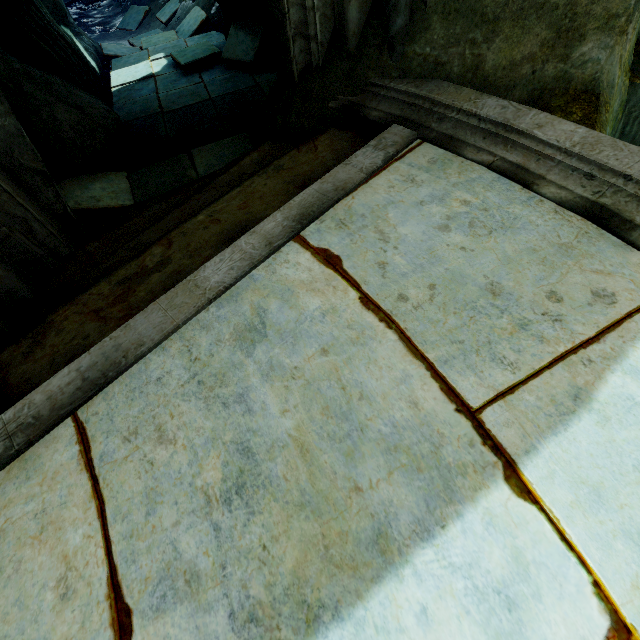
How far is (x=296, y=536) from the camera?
1.1m

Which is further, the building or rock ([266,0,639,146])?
rock ([266,0,639,146])

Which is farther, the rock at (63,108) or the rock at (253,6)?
the rock at (253,6)

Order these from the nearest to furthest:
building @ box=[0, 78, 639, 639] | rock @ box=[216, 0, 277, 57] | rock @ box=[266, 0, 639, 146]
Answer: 1. building @ box=[0, 78, 639, 639]
2. rock @ box=[266, 0, 639, 146]
3. rock @ box=[216, 0, 277, 57]

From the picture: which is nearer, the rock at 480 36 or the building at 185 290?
the building at 185 290

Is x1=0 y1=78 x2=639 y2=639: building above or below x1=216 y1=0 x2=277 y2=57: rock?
above

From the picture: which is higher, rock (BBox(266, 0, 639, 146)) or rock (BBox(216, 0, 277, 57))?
rock (BBox(266, 0, 639, 146))
